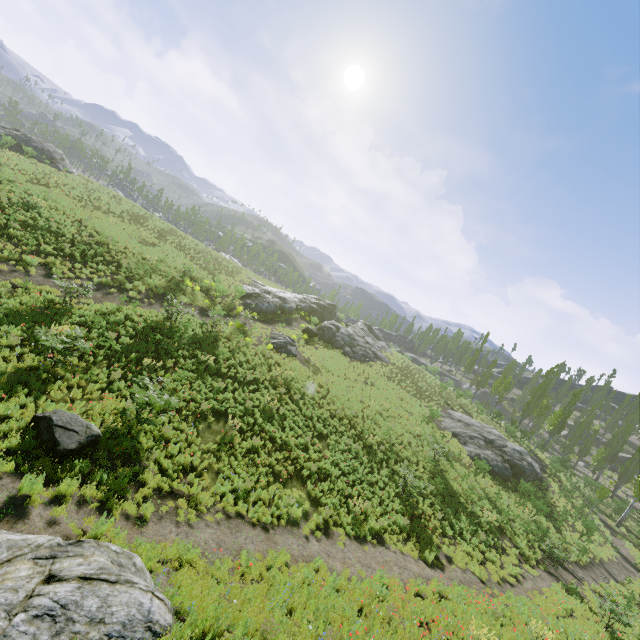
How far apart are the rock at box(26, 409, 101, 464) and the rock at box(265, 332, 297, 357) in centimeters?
1542cm

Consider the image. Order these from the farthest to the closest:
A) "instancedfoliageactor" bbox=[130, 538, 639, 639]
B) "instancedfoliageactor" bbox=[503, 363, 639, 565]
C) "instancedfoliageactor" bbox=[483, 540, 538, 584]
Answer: "instancedfoliageactor" bbox=[503, 363, 639, 565]
"instancedfoliageactor" bbox=[483, 540, 538, 584]
"instancedfoliageactor" bbox=[130, 538, 639, 639]

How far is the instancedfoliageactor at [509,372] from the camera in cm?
4257

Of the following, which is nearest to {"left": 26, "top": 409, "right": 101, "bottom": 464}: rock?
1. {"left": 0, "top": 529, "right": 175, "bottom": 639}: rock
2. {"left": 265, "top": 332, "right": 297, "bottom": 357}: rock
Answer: {"left": 0, "top": 529, "right": 175, "bottom": 639}: rock

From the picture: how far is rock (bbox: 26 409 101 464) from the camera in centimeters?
862cm

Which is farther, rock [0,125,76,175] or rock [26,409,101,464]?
rock [0,125,76,175]

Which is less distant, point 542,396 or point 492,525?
point 492,525

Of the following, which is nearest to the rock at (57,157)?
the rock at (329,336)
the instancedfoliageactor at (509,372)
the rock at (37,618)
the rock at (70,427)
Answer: the instancedfoliageactor at (509,372)
